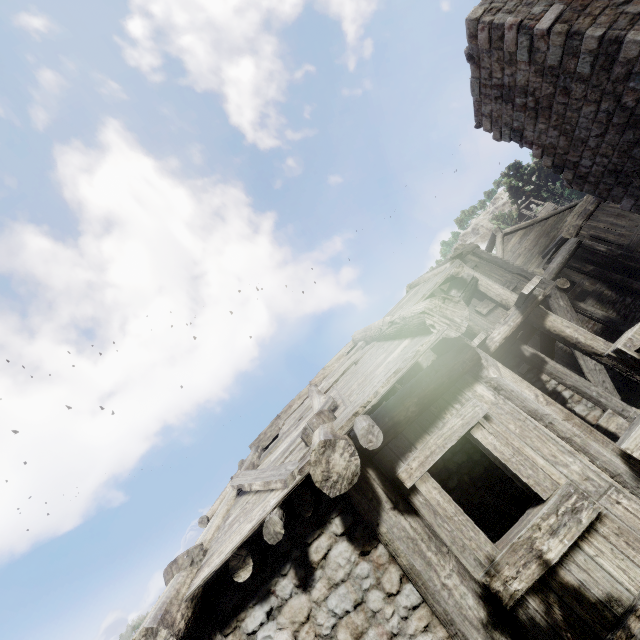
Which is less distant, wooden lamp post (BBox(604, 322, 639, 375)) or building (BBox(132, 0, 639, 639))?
wooden lamp post (BBox(604, 322, 639, 375))

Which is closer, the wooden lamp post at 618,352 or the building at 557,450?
the wooden lamp post at 618,352

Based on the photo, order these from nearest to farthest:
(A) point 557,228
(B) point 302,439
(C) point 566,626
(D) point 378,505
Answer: (C) point 566,626, (D) point 378,505, (B) point 302,439, (A) point 557,228
